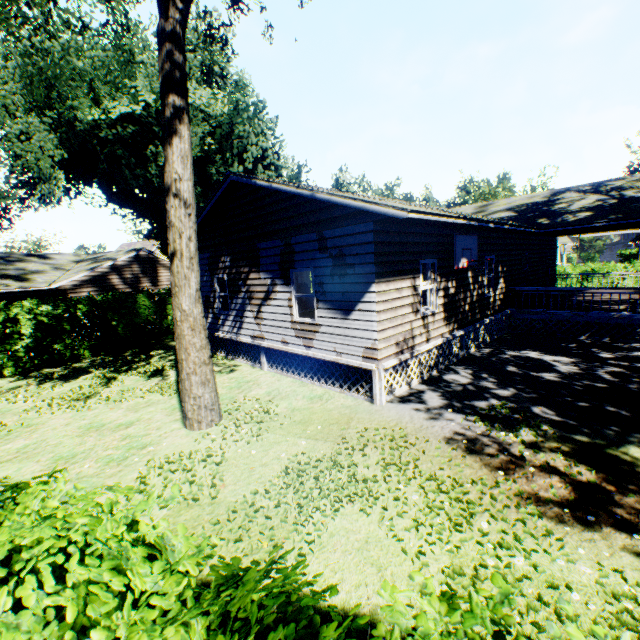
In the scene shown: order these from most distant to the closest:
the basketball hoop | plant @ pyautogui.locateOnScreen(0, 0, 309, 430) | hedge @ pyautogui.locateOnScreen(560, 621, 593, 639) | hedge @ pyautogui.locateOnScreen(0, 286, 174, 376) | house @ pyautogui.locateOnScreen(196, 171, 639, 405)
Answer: hedge @ pyautogui.locateOnScreen(0, 286, 174, 376) < the basketball hoop < house @ pyautogui.locateOnScreen(196, 171, 639, 405) < plant @ pyautogui.locateOnScreen(0, 0, 309, 430) < hedge @ pyautogui.locateOnScreen(560, 621, 593, 639)

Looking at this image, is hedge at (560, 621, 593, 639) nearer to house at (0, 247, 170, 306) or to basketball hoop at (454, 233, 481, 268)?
house at (0, 247, 170, 306)

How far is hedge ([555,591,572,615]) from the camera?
1.1 meters

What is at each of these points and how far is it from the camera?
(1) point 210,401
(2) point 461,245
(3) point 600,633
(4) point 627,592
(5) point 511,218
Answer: (1) plant, 7.50m
(2) basketball hoop, 9.88m
(3) hedge, 1.05m
(4) plant, 3.24m
(5) house, 15.09m

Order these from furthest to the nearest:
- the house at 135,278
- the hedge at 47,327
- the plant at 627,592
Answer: the house at 135,278 → the hedge at 47,327 → the plant at 627,592

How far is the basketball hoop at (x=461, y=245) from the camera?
9.66m

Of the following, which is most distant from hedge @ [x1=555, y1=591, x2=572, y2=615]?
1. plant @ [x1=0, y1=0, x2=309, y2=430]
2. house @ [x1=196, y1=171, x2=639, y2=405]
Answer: plant @ [x1=0, y1=0, x2=309, y2=430]

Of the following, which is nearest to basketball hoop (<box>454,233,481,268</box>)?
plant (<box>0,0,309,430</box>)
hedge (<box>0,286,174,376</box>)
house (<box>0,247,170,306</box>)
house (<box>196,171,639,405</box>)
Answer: house (<box>196,171,639,405</box>)
